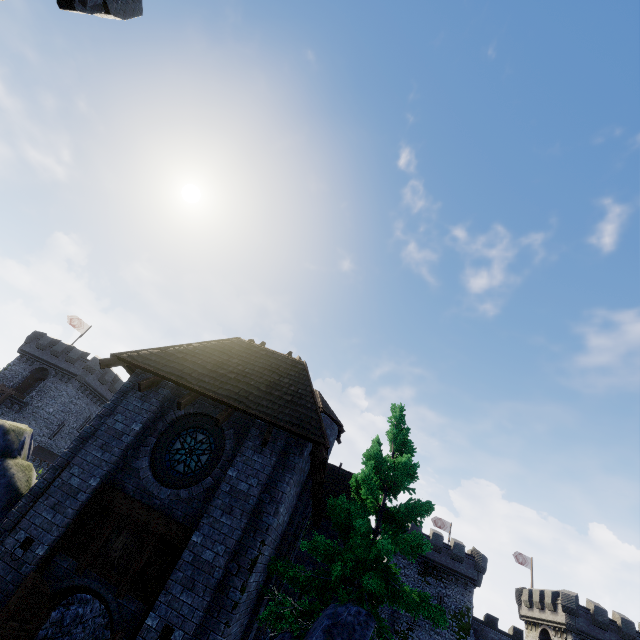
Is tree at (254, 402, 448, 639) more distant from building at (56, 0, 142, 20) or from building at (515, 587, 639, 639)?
building at (515, 587, 639, 639)

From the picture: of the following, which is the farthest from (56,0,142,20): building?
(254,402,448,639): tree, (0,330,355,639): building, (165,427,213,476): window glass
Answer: (254,402,448,639): tree

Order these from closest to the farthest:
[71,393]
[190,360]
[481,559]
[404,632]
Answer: [190,360], [404,632], [481,559], [71,393]

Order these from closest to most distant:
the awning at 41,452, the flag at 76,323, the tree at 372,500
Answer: the tree at 372,500 → the awning at 41,452 → the flag at 76,323

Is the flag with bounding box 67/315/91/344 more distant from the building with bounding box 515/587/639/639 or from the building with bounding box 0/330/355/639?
the building with bounding box 515/587/639/639

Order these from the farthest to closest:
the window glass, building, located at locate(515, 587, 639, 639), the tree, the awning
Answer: the awning
building, located at locate(515, 587, 639, 639)
the window glass
the tree

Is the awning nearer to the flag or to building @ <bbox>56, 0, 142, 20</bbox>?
the flag

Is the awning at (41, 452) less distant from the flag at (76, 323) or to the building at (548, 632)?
the flag at (76, 323)
